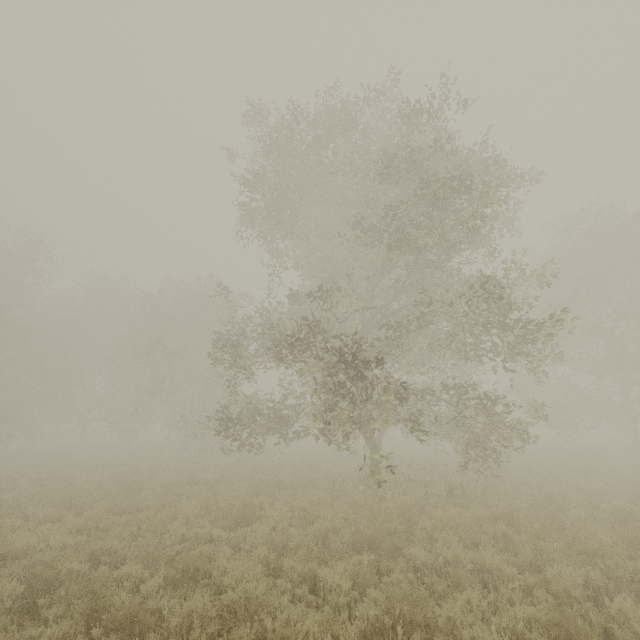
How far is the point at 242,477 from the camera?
15.10m
